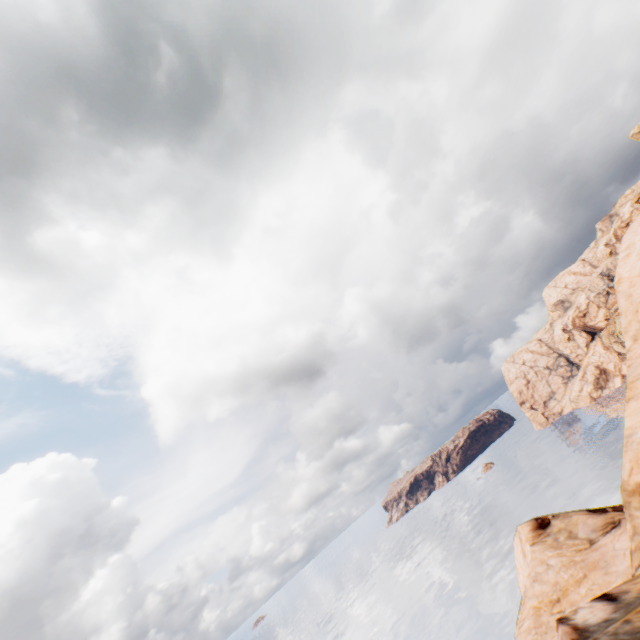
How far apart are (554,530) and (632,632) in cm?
1761
